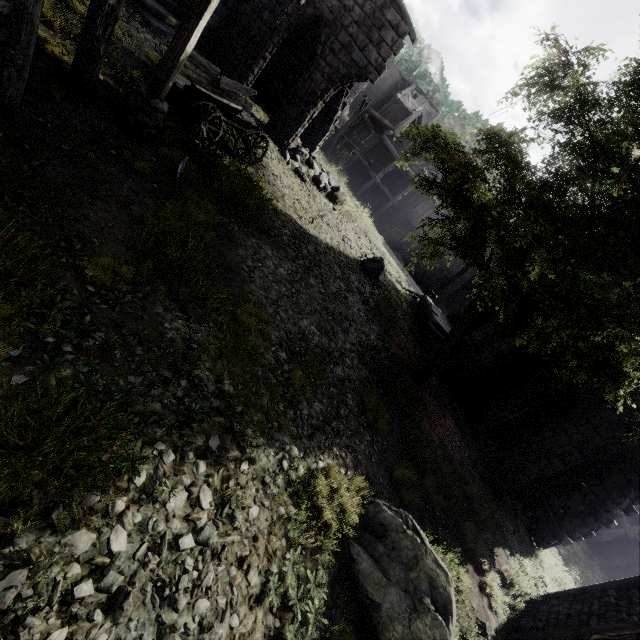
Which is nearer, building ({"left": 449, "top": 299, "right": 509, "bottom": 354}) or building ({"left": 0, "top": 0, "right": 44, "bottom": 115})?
building ({"left": 0, "top": 0, "right": 44, "bottom": 115})

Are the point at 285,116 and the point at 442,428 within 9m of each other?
no

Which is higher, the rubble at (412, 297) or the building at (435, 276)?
the building at (435, 276)

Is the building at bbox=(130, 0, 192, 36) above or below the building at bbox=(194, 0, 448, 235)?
below

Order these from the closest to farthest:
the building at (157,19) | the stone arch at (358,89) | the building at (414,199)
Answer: the building at (157,19), the building at (414,199), the stone arch at (358,89)

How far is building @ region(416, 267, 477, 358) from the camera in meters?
16.0 m

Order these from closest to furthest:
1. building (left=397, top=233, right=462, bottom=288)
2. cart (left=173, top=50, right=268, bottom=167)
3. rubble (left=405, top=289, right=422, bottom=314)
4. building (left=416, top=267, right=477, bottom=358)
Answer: cart (left=173, top=50, right=268, bottom=167) < building (left=416, top=267, right=477, bottom=358) < rubble (left=405, top=289, right=422, bottom=314) < building (left=397, top=233, right=462, bottom=288)

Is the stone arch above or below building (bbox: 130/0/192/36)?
above
